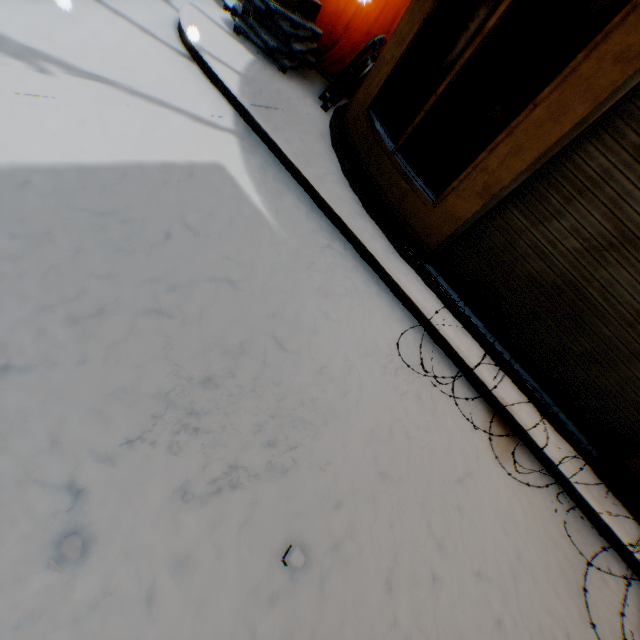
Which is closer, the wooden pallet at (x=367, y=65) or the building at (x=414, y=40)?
the building at (x=414, y=40)

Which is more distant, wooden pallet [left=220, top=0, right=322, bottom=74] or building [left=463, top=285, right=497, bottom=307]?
wooden pallet [left=220, top=0, right=322, bottom=74]

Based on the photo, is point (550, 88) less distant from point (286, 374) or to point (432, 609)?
point (286, 374)

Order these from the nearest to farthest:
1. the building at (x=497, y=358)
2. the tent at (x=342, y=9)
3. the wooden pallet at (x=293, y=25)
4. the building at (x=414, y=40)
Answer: the building at (x=414, y=40) < the building at (x=497, y=358) < the wooden pallet at (x=293, y=25) < the tent at (x=342, y=9)

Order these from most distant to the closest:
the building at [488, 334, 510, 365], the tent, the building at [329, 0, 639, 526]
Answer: the tent < the building at [488, 334, 510, 365] < the building at [329, 0, 639, 526]

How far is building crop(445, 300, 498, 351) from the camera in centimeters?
392cm

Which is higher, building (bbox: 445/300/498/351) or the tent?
the tent
